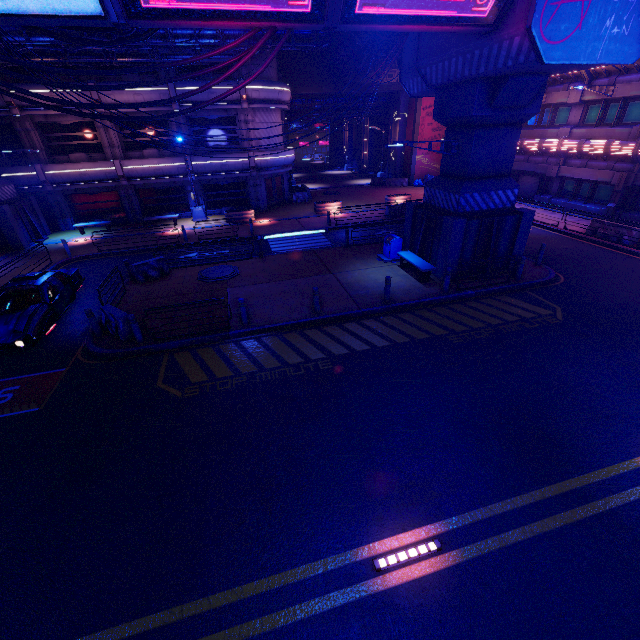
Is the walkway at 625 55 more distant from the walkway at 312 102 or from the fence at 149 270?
the fence at 149 270

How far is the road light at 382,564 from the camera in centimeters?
529cm

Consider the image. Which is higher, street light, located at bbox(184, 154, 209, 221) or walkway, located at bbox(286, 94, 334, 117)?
walkway, located at bbox(286, 94, 334, 117)

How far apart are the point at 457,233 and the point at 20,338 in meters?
16.3

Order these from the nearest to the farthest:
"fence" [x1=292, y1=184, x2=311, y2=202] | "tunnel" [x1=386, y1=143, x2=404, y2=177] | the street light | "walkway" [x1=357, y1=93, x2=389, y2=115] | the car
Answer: the car
the street light
"fence" [x1=292, y1=184, x2=311, y2=202]
"walkway" [x1=357, y1=93, x2=389, y2=115]
"tunnel" [x1=386, y1=143, x2=404, y2=177]

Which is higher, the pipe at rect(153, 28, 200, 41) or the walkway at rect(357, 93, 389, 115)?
the pipe at rect(153, 28, 200, 41)

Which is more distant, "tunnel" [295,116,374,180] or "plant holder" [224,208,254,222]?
"tunnel" [295,116,374,180]

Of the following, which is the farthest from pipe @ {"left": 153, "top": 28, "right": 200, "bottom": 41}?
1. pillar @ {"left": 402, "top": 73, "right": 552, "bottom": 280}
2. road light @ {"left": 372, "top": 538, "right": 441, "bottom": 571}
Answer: road light @ {"left": 372, "top": 538, "right": 441, "bottom": 571}
